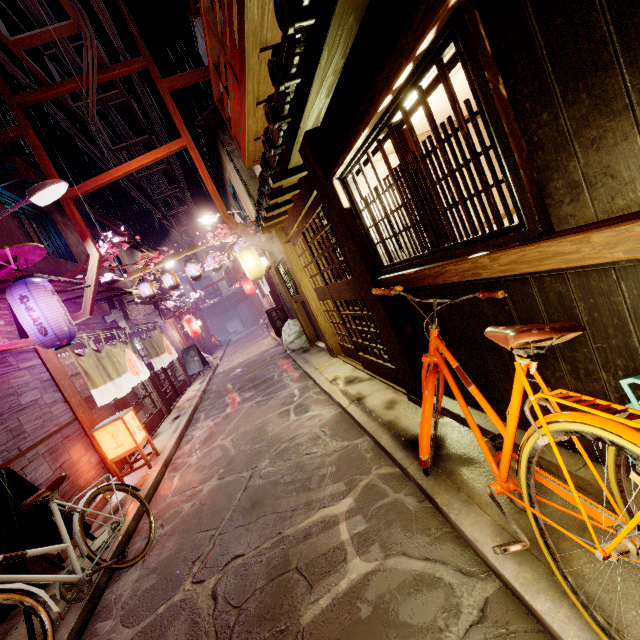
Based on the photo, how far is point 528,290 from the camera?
3.4 meters

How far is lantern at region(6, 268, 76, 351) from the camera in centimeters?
865cm

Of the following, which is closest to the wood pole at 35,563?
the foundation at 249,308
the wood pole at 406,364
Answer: the wood pole at 406,364

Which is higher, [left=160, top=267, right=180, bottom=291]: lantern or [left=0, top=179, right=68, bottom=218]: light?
[left=0, top=179, right=68, bottom=218]: light

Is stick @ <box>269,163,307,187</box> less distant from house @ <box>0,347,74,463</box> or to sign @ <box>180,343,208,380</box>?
house @ <box>0,347,74,463</box>

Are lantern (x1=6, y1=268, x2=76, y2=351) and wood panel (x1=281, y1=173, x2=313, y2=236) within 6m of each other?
no

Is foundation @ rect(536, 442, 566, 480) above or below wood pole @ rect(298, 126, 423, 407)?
below

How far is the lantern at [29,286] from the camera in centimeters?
865cm
